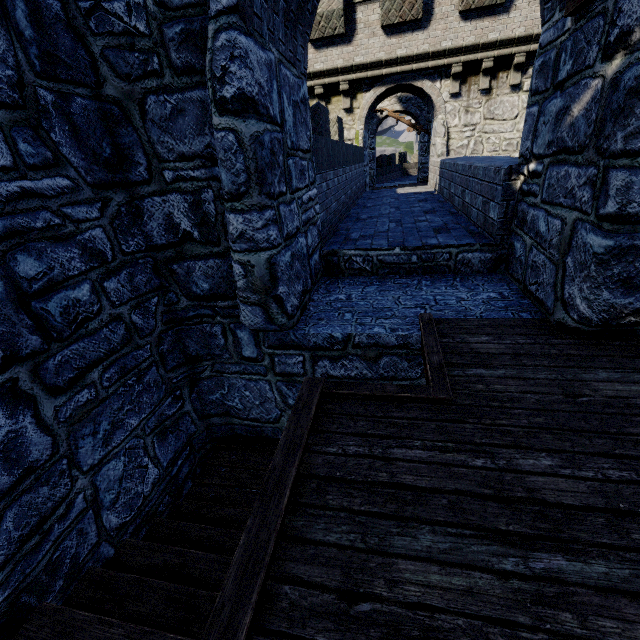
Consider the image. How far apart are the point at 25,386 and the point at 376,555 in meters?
2.8 m
